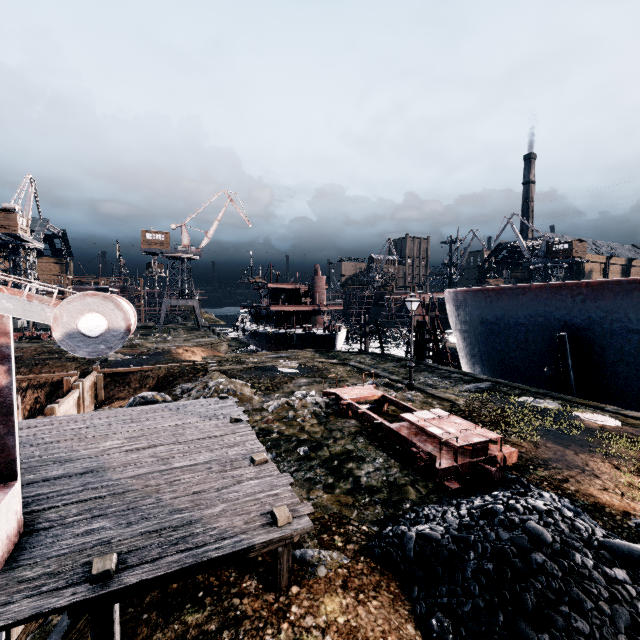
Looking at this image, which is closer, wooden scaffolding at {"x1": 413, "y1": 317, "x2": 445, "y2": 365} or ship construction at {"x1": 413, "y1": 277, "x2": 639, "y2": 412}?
ship construction at {"x1": 413, "y1": 277, "x2": 639, "y2": 412}

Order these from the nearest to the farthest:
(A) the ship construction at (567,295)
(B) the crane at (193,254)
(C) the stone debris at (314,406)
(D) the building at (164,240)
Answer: (C) the stone debris at (314,406) → (A) the ship construction at (567,295) → (D) the building at (164,240) → (B) the crane at (193,254)

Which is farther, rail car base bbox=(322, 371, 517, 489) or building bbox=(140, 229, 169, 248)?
building bbox=(140, 229, 169, 248)

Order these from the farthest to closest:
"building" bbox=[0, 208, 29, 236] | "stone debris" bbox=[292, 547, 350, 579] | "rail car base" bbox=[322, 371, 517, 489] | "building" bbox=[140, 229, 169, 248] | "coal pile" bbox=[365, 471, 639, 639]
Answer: "building" bbox=[140, 229, 169, 248], "building" bbox=[0, 208, 29, 236], "rail car base" bbox=[322, 371, 517, 489], "stone debris" bbox=[292, 547, 350, 579], "coal pile" bbox=[365, 471, 639, 639]

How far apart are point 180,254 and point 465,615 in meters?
59.2

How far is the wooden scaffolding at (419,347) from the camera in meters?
29.0 m

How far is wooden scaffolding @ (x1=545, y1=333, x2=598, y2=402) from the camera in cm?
1833

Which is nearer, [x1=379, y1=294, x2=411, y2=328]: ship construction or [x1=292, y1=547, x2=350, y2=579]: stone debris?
[x1=292, y1=547, x2=350, y2=579]: stone debris
